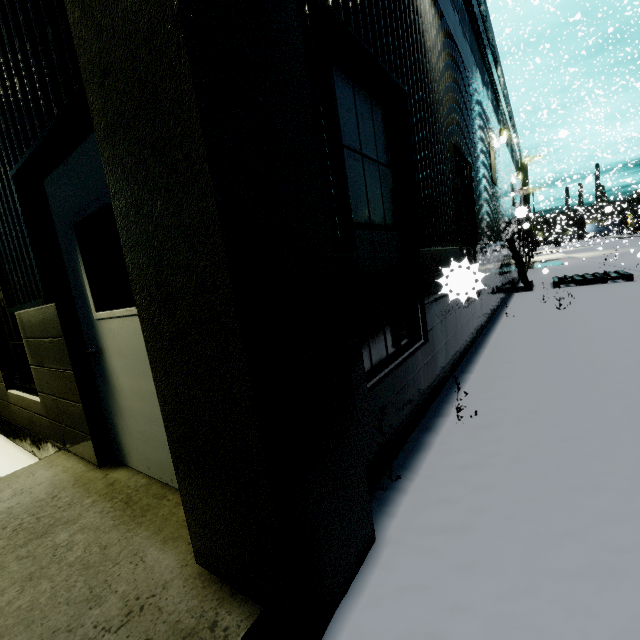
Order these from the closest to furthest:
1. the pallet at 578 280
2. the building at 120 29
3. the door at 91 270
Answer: the building at 120 29 → the door at 91 270 → the pallet at 578 280

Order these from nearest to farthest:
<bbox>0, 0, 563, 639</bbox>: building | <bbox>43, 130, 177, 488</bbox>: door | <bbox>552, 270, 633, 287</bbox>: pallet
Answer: <bbox>0, 0, 563, 639</bbox>: building < <bbox>43, 130, 177, 488</bbox>: door < <bbox>552, 270, 633, 287</bbox>: pallet

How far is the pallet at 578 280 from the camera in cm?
975

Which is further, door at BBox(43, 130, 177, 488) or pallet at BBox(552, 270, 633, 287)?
pallet at BBox(552, 270, 633, 287)

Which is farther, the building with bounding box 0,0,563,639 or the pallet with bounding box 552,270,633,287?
the pallet with bounding box 552,270,633,287

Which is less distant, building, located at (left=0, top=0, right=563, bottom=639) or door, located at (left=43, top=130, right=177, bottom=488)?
building, located at (left=0, top=0, right=563, bottom=639)

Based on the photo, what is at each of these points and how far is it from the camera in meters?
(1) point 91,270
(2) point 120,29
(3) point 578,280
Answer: (1) door, 2.5 m
(2) building, 1.2 m
(3) pallet, 10.3 m

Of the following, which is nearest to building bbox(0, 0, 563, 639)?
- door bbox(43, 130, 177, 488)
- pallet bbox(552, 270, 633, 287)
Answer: door bbox(43, 130, 177, 488)
